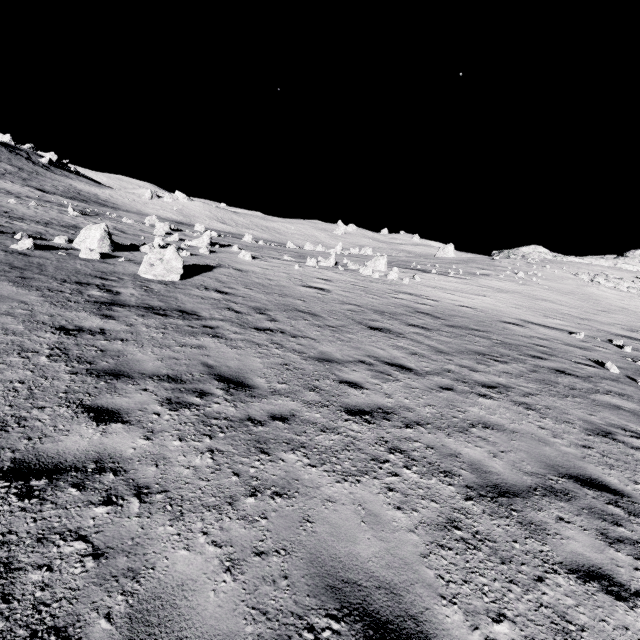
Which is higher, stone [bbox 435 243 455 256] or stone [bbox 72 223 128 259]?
stone [bbox 435 243 455 256]

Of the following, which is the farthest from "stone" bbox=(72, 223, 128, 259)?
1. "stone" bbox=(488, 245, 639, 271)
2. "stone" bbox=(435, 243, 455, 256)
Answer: "stone" bbox=(435, 243, 455, 256)

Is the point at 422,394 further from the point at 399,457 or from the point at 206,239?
the point at 206,239

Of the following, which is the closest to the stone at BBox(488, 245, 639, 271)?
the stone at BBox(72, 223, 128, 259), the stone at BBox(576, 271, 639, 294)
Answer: the stone at BBox(576, 271, 639, 294)

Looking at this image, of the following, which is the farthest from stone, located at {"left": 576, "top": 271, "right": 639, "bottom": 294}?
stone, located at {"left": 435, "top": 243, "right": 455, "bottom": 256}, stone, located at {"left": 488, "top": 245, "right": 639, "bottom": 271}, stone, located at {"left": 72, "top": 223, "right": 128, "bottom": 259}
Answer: stone, located at {"left": 72, "top": 223, "right": 128, "bottom": 259}

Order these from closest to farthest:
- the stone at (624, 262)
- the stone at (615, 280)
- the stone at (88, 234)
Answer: the stone at (88, 234), the stone at (615, 280), the stone at (624, 262)

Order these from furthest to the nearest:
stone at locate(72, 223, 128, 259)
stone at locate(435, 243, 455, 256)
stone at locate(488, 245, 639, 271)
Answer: stone at locate(435, 243, 455, 256) → stone at locate(488, 245, 639, 271) → stone at locate(72, 223, 128, 259)

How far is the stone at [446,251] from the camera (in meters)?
57.72
